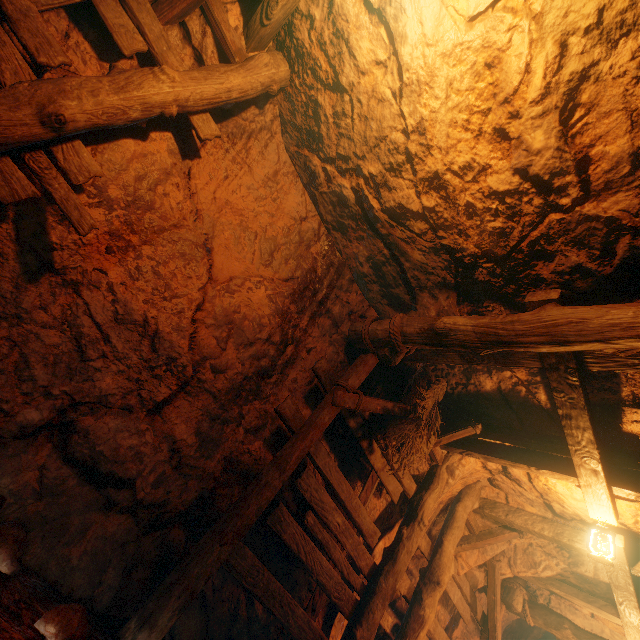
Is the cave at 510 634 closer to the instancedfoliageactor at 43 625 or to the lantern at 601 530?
the lantern at 601 530

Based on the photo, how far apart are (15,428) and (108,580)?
1.50m

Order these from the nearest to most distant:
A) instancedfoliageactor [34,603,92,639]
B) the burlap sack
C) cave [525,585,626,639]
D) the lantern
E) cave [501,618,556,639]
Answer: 1. instancedfoliageactor [34,603,92,639]
2. the burlap sack
3. the lantern
4. cave [525,585,626,639]
5. cave [501,618,556,639]

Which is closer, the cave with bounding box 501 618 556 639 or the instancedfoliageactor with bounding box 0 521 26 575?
the instancedfoliageactor with bounding box 0 521 26 575

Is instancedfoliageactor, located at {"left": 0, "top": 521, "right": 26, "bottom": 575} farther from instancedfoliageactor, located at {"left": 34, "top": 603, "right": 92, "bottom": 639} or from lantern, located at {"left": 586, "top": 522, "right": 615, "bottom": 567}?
lantern, located at {"left": 586, "top": 522, "right": 615, "bottom": 567}

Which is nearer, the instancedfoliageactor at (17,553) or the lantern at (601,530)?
the instancedfoliageactor at (17,553)

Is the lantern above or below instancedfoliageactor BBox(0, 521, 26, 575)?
above
